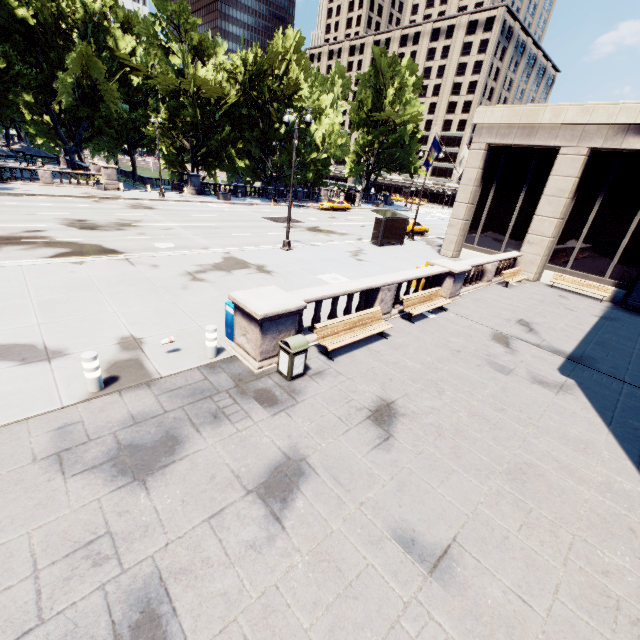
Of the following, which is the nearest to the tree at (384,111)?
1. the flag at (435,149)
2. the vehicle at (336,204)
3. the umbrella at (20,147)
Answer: the umbrella at (20,147)

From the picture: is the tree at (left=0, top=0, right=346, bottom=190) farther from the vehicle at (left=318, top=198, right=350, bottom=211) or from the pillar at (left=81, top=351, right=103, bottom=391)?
the pillar at (left=81, top=351, right=103, bottom=391)

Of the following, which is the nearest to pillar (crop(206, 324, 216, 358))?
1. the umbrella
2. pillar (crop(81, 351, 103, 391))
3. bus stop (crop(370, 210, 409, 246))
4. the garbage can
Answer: the garbage can

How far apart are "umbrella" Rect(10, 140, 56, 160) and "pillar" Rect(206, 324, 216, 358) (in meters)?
49.90

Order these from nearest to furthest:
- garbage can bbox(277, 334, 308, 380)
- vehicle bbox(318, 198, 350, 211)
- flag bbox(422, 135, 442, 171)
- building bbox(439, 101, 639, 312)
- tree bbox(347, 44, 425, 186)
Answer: garbage can bbox(277, 334, 308, 380) → building bbox(439, 101, 639, 312) → flag bbox(422, 135, 442, 171) → vehicle bbox(318, 198, 350, 211) → tree bbox(347, 44, 425, 186)

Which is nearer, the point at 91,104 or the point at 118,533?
the point at 118,533

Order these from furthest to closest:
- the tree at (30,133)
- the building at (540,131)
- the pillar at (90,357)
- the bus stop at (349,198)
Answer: the bus stop at (349,198), the tree at (30,133), the building at (540,131), the pillar at (90,357)

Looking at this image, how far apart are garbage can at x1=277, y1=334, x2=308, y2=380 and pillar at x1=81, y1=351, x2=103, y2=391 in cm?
370
